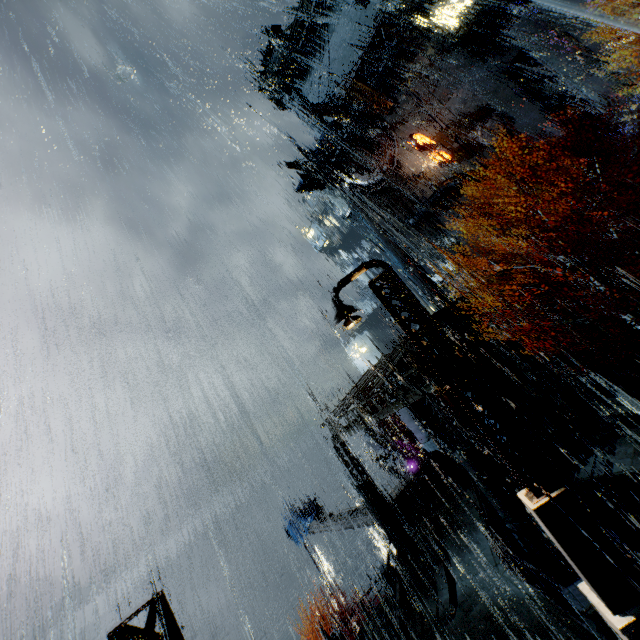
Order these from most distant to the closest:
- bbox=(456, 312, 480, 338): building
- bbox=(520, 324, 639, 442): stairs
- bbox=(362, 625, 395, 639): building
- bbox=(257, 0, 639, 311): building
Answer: bbox=(257, 0, 639, 311): building < bbox=(456, 312, 480, 338): building < bbox=(520, 324, 639, 442): stairs < bbox=(362, 625, 395, 639): building

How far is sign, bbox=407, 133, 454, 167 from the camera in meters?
33.5

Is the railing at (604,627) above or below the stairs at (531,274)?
below

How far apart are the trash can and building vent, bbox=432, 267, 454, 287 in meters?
25.6

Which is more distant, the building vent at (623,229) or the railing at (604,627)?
the building vent at (623,229)

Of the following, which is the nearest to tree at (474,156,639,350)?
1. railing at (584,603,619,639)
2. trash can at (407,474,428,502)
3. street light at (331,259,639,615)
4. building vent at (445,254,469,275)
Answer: railing at (584,603,619,639)

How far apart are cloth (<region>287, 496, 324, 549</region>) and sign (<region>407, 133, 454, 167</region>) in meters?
36.1 m

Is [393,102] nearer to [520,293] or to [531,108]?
[531,108]
